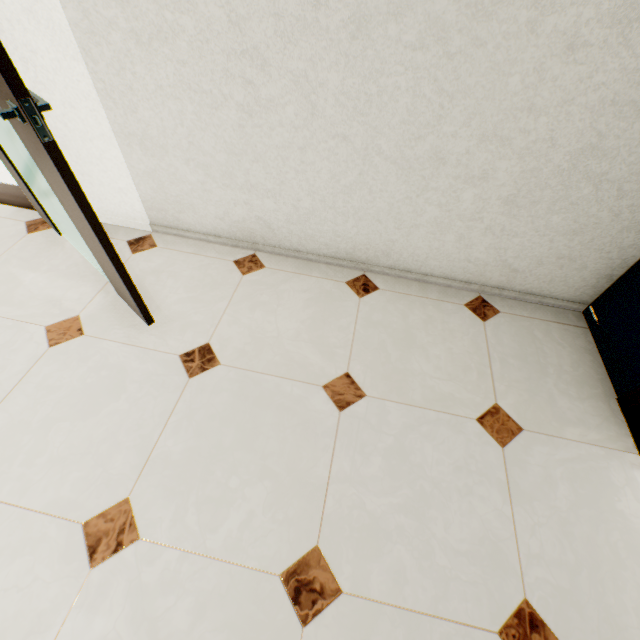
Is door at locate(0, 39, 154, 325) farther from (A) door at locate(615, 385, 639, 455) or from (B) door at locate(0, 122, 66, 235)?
(A) door at locate(615, 385, 639, 455)

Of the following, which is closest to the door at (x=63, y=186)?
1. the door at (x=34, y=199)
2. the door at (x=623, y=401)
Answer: the door at (x=34, y=199)

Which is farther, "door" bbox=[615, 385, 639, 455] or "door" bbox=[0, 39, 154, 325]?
"door" bbox=[615, 385, 639, 455]

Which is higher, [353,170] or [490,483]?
[353,170]

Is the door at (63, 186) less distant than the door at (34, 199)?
Yes

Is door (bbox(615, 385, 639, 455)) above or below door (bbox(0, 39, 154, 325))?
below
